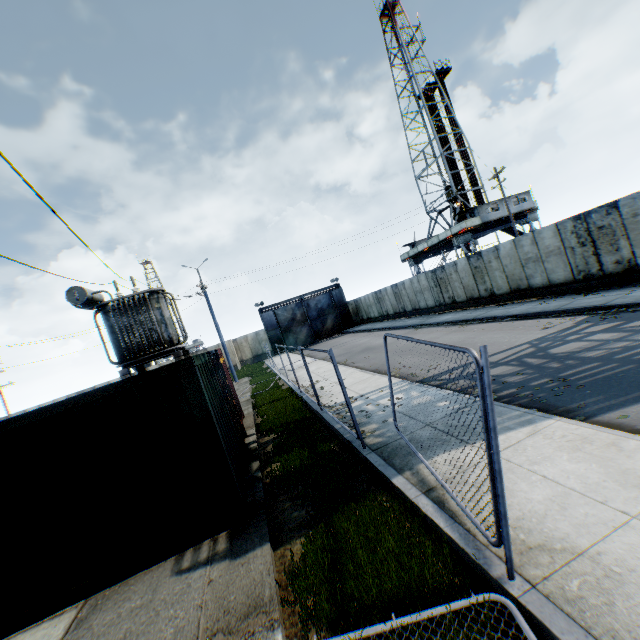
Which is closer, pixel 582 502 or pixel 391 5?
pixel 582 502

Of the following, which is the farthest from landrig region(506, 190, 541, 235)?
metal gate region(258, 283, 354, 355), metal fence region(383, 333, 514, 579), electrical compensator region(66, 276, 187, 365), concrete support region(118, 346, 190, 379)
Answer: electrical compensator region(66, 276, 187, 365)

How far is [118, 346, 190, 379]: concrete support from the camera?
13.2 meters

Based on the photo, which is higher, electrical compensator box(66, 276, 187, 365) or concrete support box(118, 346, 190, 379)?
electrical compensator box(66, 276, 187, 365)

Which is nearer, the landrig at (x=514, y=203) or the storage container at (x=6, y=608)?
the storage container at (x=6, y=608)

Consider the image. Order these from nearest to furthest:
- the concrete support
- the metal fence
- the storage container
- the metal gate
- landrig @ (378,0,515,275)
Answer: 1. the metal fence
2. the storage container
3. the concrete support
4. landrig @ (378,0,515,275)
5. the metal gate

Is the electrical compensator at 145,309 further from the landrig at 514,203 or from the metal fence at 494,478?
the landrig at 514,203

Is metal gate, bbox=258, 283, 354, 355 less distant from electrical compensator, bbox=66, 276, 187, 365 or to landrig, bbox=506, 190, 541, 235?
landrig, bbox=506, 190, 541, 235
